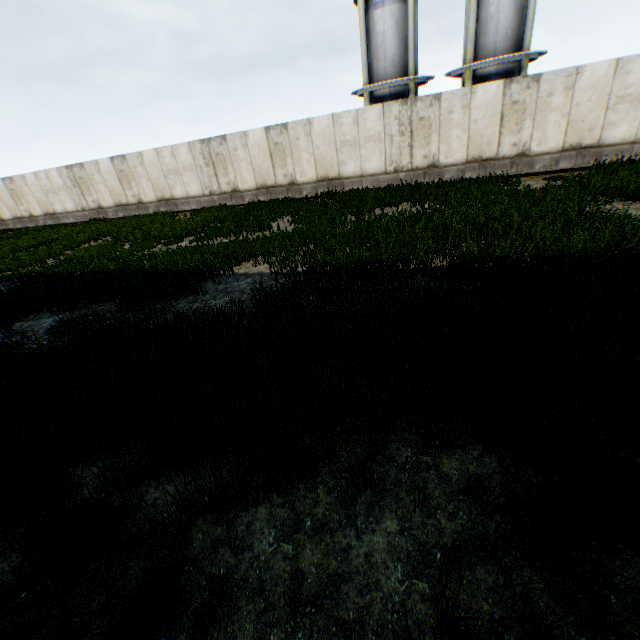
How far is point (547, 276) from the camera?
5.0m

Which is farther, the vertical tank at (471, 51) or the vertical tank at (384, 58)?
the vertical tank at (384, 58)

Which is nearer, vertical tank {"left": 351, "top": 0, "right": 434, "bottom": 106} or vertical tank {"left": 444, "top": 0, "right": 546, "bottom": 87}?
vertical tank {"left": 444, "top": 0, "right": 546, "bottom": 87}
